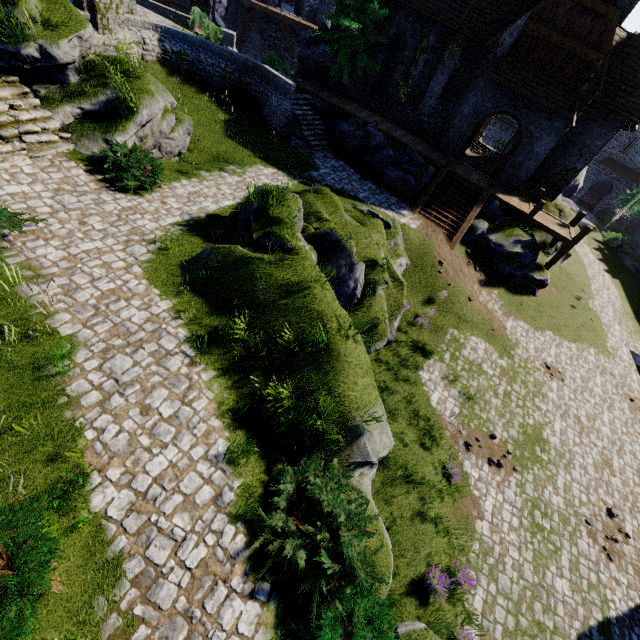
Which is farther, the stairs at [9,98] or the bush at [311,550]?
the stairs at [9,98]

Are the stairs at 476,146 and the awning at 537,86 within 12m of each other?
yes

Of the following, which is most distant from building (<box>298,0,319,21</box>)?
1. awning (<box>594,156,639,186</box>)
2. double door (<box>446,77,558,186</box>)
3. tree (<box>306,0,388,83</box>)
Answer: awning (<box>594,156,639,186</box>)

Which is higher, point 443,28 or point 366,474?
point 443,28

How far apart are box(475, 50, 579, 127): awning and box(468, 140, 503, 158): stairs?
11.11m

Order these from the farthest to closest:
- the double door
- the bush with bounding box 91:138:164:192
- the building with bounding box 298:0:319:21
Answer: the building with bounding box 298:0:319:21
the double door
the bush with bounding box 91:138:164:192

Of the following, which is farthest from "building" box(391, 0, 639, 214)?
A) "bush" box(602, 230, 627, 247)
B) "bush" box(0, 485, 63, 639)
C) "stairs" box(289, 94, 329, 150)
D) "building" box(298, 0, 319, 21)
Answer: "bush" box(0, 485, 63, 639)

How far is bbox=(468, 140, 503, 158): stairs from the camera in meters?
30.2 m
